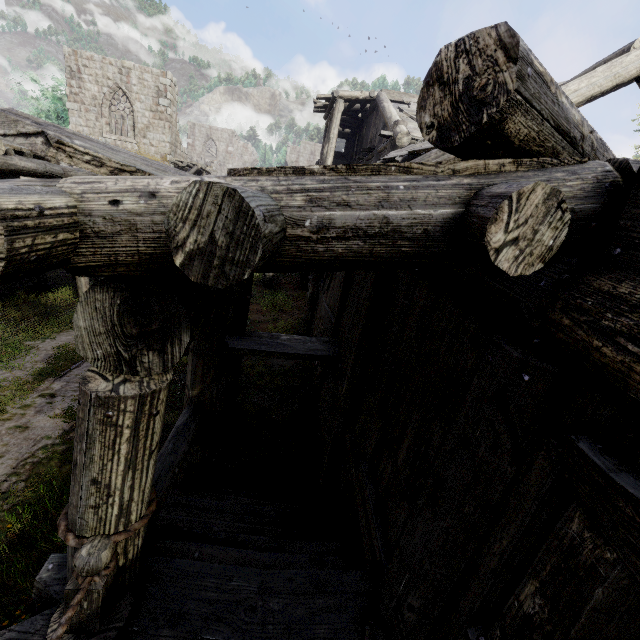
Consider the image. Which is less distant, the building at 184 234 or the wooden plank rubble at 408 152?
the building at 184 234

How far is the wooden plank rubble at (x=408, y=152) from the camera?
7.25m

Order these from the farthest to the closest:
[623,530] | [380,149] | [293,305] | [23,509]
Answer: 1. [293,305]
2. [380,149]
3. [23,509]
4. [623,530]

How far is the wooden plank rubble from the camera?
7.2m

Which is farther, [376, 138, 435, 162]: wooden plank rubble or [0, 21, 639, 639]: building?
[376, 138, 435, 162]: wooden plank rubble
